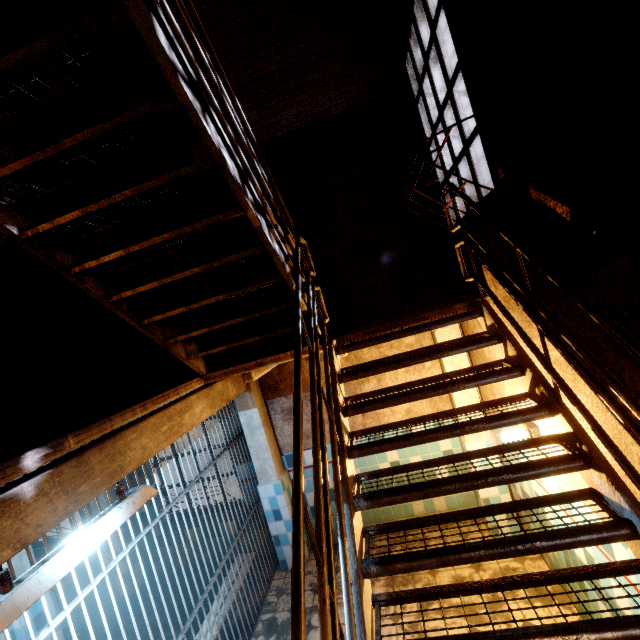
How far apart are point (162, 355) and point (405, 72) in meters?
5.0

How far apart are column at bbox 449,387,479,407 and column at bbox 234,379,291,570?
2.54m

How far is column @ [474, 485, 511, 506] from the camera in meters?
4.0 m

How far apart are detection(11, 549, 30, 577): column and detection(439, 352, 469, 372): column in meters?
5.5

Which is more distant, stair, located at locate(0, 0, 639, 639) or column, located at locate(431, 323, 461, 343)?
column, located at locate(431, 323, 461, 343)

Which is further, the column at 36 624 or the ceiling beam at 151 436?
the column at 36 624

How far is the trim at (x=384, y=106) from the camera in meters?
4.3 m
